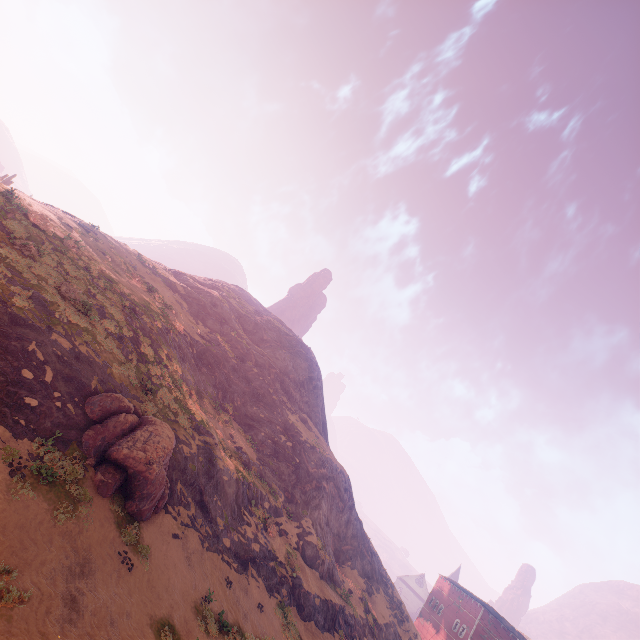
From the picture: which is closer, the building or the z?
the z

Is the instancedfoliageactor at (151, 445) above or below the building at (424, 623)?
below

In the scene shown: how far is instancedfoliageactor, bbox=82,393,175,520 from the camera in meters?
13.2 m

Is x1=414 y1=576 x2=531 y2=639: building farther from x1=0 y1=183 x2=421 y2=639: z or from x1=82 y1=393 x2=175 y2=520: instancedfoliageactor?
x1=82 y1=393 x2=175 y2=520: instancedfoliageactor

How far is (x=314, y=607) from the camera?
21.5 meters

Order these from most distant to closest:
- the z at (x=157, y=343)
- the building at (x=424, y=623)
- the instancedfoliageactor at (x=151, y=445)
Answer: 1. the building at (x=424, y=623)
2. the instancedfoliageactor at (x=151, y=445)
3. the z at (x=157, y=343)

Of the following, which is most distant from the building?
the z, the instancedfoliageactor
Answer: the instancedfoliageactor
